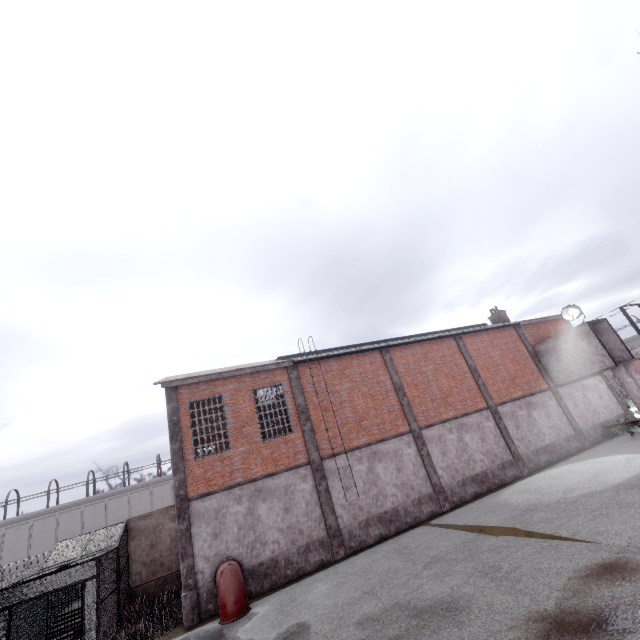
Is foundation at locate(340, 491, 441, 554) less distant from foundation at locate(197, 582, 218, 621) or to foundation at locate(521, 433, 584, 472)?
foundation at locate(197, 582, 218, 621)

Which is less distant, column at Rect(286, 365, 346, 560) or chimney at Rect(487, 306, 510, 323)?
Result: column at Rect(286, 365, 346, 560)

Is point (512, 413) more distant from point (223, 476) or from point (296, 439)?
point (223, 476)

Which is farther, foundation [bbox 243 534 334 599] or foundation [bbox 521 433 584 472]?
foundation [bbox 521 433 584 472]

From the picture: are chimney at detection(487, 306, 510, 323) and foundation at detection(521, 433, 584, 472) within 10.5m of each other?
yes

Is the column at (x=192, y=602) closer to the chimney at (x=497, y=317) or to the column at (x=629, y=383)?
the column at (x=629, y=383)

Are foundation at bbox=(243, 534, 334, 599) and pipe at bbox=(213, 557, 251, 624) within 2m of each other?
yes

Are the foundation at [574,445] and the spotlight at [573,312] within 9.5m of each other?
yes
